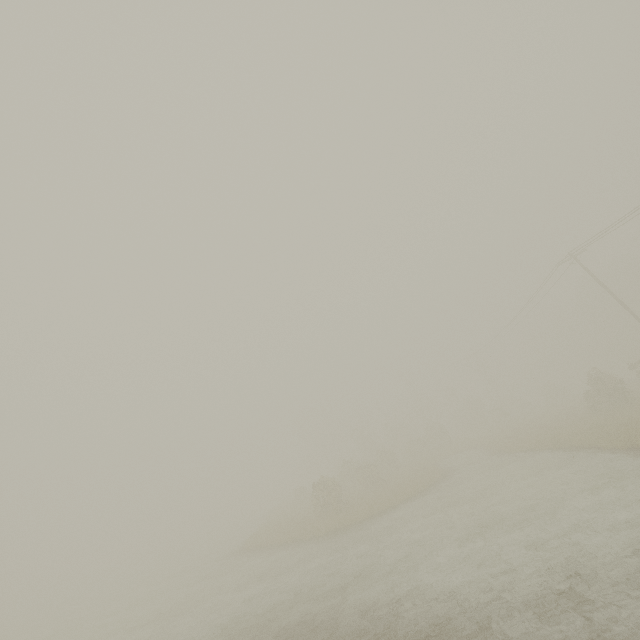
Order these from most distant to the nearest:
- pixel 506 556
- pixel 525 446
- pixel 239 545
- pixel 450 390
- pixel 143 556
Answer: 1. pixel 143 556
2. pixel 450 390
3. pixel 239 545
4. pixel 525 446
5. pixel 506 556
